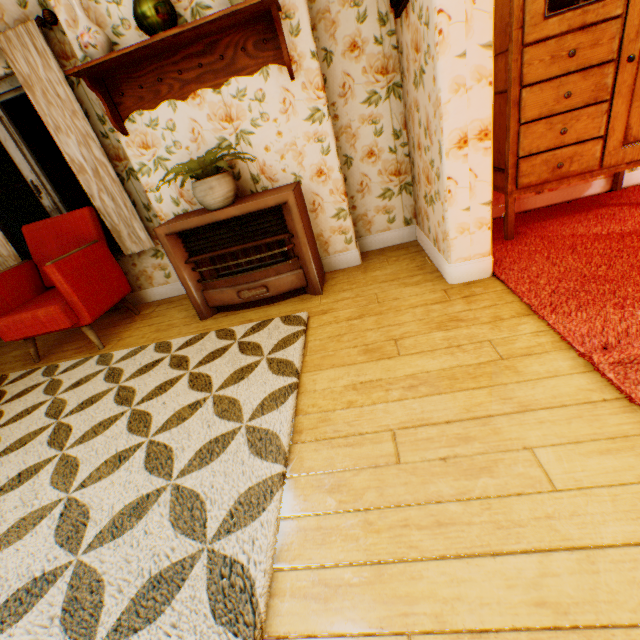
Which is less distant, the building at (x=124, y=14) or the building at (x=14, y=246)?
the building at (x=124, y=14)

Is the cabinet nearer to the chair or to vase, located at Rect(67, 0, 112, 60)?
vase, located at Rect(67, 0, 112, 60)

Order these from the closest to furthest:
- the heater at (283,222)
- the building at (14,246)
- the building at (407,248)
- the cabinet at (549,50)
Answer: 1. the building at (407,248)
2. the cabinet at (549,50)
3. the heater at (283,222)
4. the building at (14,246)

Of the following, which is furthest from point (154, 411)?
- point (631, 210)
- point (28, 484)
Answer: point (631, 210)

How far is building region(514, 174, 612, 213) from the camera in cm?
306

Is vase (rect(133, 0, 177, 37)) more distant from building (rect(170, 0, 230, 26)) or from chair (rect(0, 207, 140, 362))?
chair (rect(0, 207, 140, 362))

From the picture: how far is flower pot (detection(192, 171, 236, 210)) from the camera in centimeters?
242cm

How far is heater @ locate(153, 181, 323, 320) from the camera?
2.6 meters
